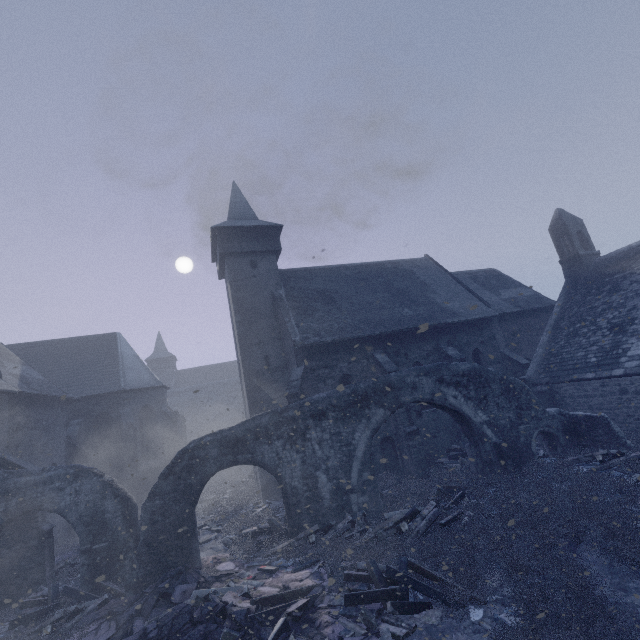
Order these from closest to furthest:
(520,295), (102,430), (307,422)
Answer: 1. (307,422)
2. (102,430)
3. (520,295)

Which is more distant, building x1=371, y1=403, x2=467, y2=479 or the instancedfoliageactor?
building x1=371, y1=403, x2=467, y2=479

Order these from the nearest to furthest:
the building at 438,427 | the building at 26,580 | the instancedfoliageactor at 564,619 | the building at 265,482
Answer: the instancedfoliageactor at 564,619 → the building at 26,580 → the building at 438,427 → the building at 265,482

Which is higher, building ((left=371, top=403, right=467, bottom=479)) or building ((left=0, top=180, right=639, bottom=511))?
building ((left=0, top=180, right=639, bottom=511))

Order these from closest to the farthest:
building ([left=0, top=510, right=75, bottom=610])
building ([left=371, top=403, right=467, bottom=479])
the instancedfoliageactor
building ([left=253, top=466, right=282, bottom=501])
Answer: the instancedfoliageactor
building ([left=0, top=510, right=75, bottom=610])
building ([left=371, top=403, right=467, bottom=479])
building ([left=253, top=466, right=282, bottom=501])

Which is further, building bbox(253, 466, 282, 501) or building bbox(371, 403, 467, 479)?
building bbox(253, 466, 282, 501)

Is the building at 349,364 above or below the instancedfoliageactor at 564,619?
above
